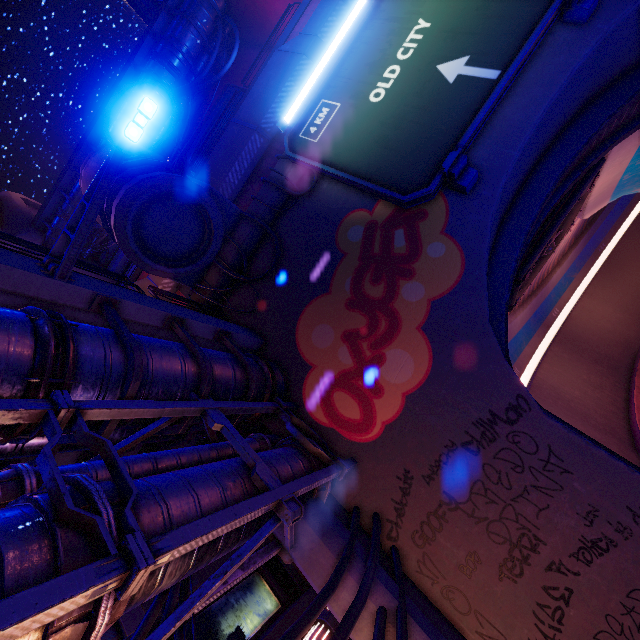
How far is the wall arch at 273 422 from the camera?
9.1m

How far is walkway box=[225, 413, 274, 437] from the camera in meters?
7.6

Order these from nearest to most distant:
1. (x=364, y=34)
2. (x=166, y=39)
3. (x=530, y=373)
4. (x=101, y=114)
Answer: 1. (x=364, y=34)
2. (x=530, y=373)
3. (x=166, y=39)
4. (x=101, y=114)

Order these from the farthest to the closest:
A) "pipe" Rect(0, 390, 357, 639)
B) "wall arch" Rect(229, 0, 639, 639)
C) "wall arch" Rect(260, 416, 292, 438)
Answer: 1. "wall arch" Rect(260, 416, 292, 438)
2. "wall arch" Rect(229, 0, 639, 639)
3. "pipe" Rect(0, 390, 357, 639)

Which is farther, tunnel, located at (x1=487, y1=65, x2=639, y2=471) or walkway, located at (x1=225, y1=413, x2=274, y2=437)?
tunnel, located at (x1=487, y1=65, x2=639, y2=471)

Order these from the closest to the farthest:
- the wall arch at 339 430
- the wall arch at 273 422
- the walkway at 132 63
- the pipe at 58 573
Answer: the pipe at 58 573 < the wall arch at 339 430 < the wall arch at 273 422 < the walkway at 132 63

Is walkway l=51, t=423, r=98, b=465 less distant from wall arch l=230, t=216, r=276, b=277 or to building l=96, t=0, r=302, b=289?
wall arch l=230, t=216, r=276, b=277

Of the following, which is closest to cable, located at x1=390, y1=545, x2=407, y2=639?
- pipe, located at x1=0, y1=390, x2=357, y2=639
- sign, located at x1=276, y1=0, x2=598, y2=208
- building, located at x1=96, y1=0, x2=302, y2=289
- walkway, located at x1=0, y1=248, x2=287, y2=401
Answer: pipe, located at x1=0, y1=390, x2=357, y2=639
